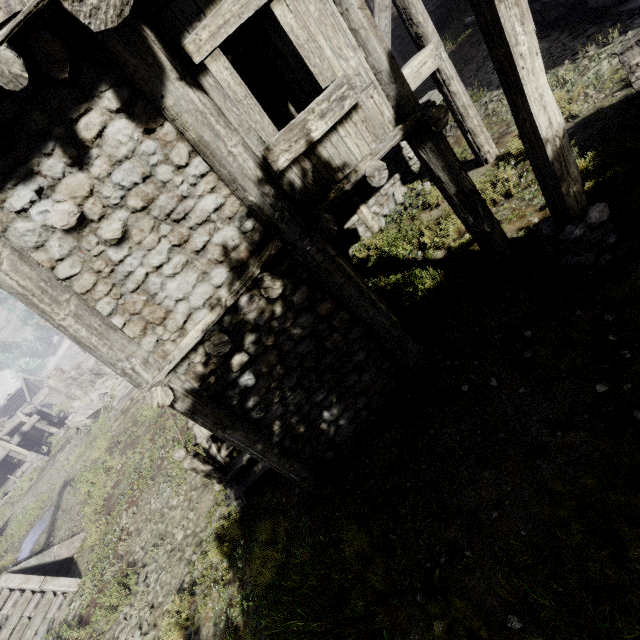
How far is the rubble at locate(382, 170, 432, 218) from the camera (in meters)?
8.76

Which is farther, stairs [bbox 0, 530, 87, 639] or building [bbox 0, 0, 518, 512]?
stairs [bbox 0, 530, 87, 639]

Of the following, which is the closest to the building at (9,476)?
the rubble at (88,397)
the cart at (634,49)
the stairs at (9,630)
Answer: the rubble at (88,397)

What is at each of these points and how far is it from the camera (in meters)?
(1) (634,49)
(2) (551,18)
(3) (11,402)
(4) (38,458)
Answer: (1) cart, 4.71
(2) building, 8.54
(3) wooden plank rubble, 46.88
(4) wooden lamp post, 23.77

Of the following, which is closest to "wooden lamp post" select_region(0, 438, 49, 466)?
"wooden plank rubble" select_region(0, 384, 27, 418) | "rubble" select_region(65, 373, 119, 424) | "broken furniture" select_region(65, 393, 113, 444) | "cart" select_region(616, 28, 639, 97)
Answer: "rubble" select_region(65, 373, 119, 424)

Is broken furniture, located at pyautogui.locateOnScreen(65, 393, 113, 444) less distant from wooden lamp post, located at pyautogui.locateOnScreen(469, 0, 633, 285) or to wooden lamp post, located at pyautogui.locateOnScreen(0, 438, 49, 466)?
wooden lamp post, located at pyautogui.locateOnScreen(0, 438, 49, 466)

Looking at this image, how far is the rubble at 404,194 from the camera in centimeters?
876cm

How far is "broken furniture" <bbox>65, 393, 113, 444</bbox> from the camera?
21.5 meters
